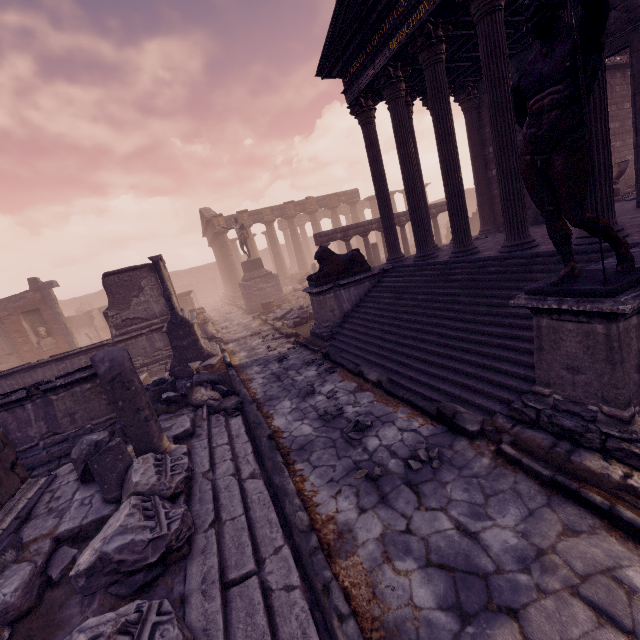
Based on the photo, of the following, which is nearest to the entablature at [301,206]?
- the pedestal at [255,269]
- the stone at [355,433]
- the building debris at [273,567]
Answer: the pedestal at [255,269]

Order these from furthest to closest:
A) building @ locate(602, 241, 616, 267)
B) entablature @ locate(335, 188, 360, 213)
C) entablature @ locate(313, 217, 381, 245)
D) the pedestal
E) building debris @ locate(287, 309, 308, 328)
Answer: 1. entablature @ locate(335, 188, 360, 213)
2. the pedestal
3. entablature @ locate(313, 217, 381, 245)
4. building debris @ locate(287, 309, 308, 328)
5. building @ locate(602, 241, 616, 267)

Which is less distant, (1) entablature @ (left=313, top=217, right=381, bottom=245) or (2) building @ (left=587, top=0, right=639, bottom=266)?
(2) building @ (left=587, top=0, right=639, bottom=266)

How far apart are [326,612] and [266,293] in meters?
18.8

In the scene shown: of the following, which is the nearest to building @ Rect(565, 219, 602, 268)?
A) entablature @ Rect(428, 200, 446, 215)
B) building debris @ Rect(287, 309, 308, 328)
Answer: building debris @ Rect(287, 309, 308, 328)

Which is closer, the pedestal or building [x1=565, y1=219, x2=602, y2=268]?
building [x1=565, y1=219, x2=602, y2=268]

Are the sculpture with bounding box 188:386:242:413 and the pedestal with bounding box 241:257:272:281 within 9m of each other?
no

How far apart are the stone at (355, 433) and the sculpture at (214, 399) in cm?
276
